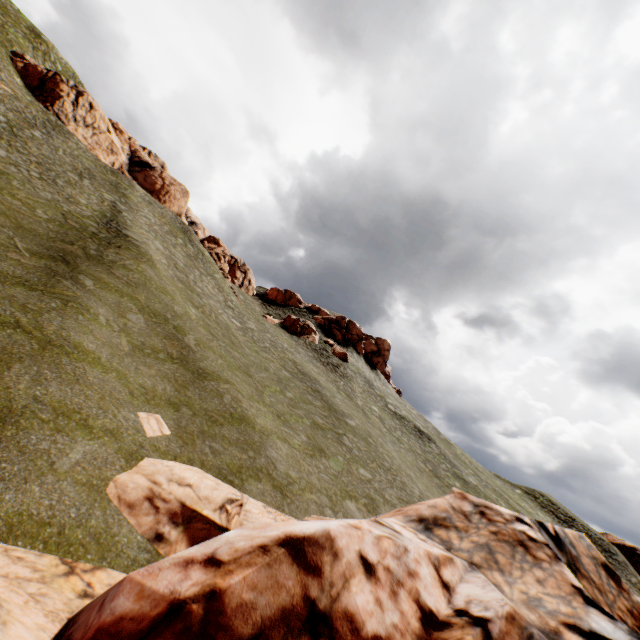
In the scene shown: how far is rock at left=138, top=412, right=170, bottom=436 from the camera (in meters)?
10.73

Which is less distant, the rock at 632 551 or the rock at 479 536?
the rock at 479 536

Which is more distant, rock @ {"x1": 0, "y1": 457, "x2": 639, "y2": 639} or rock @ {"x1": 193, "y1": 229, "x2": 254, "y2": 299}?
rock @ {"x1": 193, "y1": 229, "x2": 254, "y2": 299}

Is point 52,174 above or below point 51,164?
below

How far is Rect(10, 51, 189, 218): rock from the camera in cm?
3947

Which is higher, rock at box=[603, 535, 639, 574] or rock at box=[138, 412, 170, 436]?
rock at box=[603, 535, 639, 574]

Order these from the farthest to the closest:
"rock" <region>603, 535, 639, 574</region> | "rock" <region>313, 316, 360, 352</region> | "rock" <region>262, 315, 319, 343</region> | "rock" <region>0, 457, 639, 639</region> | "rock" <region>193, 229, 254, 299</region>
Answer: "rock" <region>313, 316, 360, 352</region>
"rock" <region>603, 535, 639, 574</region>
"rock" <region>262, 315, 319, 343</region>
"rock" <region>193, 229, 254, 299</region>
"rock" <region>0, 457, 639, 639</region>

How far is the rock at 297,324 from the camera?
49.42m
